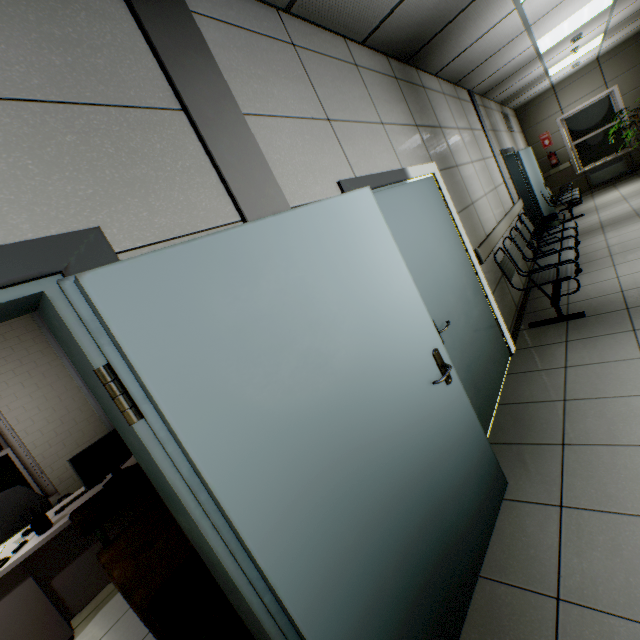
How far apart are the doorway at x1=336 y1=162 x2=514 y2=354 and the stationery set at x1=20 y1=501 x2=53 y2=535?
3.47m

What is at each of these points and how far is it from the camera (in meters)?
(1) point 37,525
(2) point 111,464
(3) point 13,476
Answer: (1) stationery set, 2.76
(2) monitor, 3.18
(3) window, 4.23

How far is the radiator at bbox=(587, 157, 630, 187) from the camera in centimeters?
898cm

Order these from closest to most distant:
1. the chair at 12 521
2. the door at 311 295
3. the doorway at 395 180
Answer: the door at 311 295, the doorway at 395 180, the chair at 12 521

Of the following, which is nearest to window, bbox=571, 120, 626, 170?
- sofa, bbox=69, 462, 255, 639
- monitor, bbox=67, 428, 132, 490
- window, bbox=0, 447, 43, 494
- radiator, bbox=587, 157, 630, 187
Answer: radiator, bbox=587, 157, 630, 187

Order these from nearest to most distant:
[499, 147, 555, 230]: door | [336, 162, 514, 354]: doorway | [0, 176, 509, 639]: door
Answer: [0, 176, 509, 639]: door < [336, 162, 514, 354]: doorway < [499, 147, 555, 230]: door

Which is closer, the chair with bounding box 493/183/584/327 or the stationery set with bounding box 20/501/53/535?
the stationery set with bounding box 20/501/53/535

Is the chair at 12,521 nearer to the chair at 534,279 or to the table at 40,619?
the table at 40,619
